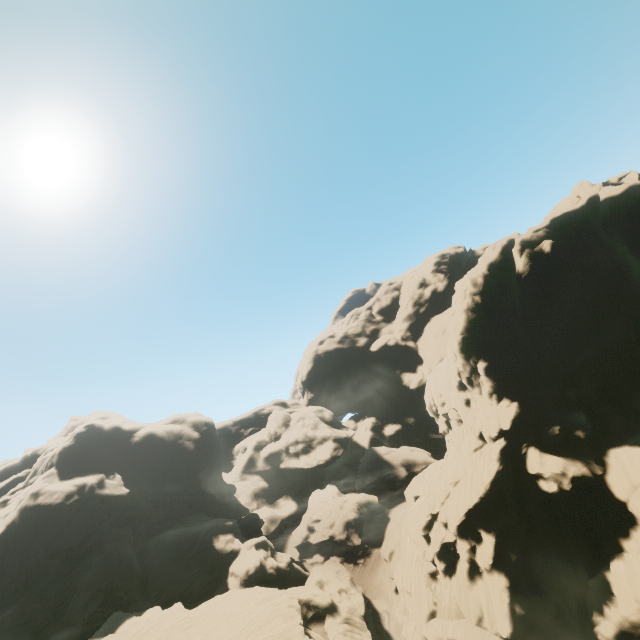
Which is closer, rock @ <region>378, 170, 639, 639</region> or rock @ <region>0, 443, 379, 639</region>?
rock @ <region>378, 170, 639, 639</region>

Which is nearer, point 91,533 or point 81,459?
point 91,533

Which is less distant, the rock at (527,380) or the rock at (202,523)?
the rock at (527,380)
